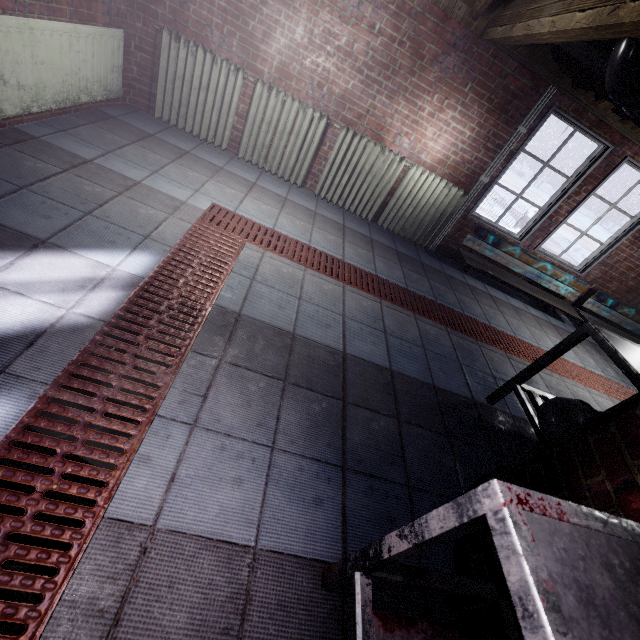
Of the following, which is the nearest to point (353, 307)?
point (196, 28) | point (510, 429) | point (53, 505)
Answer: point (510, 429)

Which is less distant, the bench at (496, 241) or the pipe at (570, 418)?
the pipe at (570, 418)

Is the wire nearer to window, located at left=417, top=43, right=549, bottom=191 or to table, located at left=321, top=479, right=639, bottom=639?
window, located at left=417, top=43, right=549, bottom=191

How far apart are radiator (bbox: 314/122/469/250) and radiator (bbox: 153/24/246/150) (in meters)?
0.06

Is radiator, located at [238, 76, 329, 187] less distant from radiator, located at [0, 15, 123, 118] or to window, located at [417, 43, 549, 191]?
radiator, located at [0, 15, 123, 118]

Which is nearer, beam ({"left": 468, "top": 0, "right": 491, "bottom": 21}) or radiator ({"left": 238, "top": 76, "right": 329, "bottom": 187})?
beam ({"left": 468, "top": 0, "right": 491, "bottom": 21})

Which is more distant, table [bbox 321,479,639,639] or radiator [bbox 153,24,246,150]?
radiator [bbox 153,24,246,150]

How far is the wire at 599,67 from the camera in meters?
2.0
